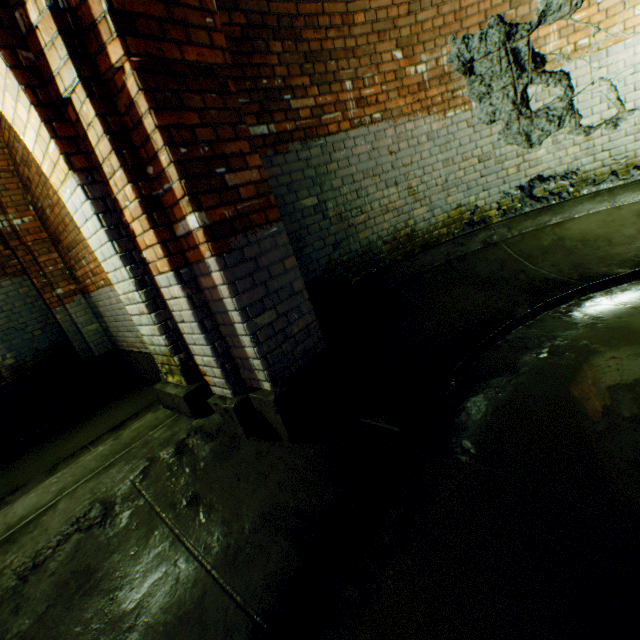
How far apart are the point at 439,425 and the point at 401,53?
4.1 meters
